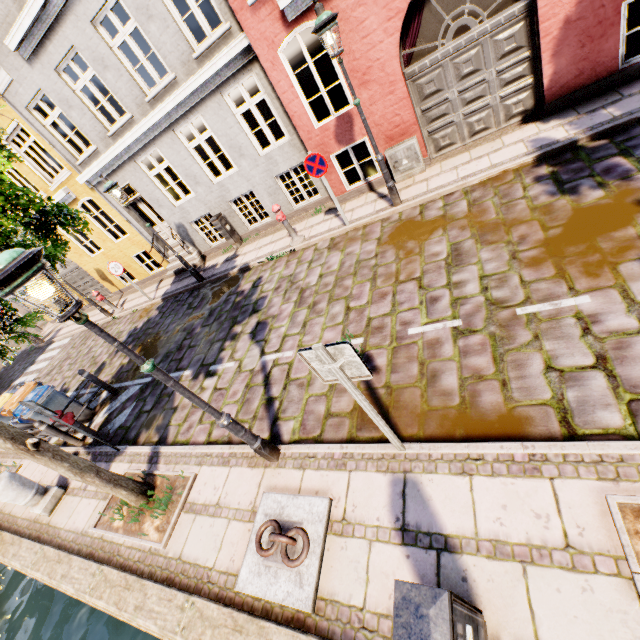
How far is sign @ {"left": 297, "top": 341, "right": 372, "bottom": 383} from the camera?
2.5 meters

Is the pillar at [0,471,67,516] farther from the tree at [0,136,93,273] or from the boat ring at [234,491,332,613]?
the boat ring at [234,491,332,613]

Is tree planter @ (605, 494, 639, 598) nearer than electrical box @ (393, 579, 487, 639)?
No

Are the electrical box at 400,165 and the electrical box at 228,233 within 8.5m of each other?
yes

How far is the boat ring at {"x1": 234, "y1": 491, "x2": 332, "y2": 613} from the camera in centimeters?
321cm

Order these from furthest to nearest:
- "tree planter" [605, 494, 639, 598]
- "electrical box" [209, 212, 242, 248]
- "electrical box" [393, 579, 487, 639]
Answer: "electrical box" [209, 212, 242, 248] < "tree planter" [605, 494, 639, 598] < "electrical box" [393, 579, 487, 639]

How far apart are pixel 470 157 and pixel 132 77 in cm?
900

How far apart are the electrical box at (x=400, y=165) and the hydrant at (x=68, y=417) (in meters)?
9.37
